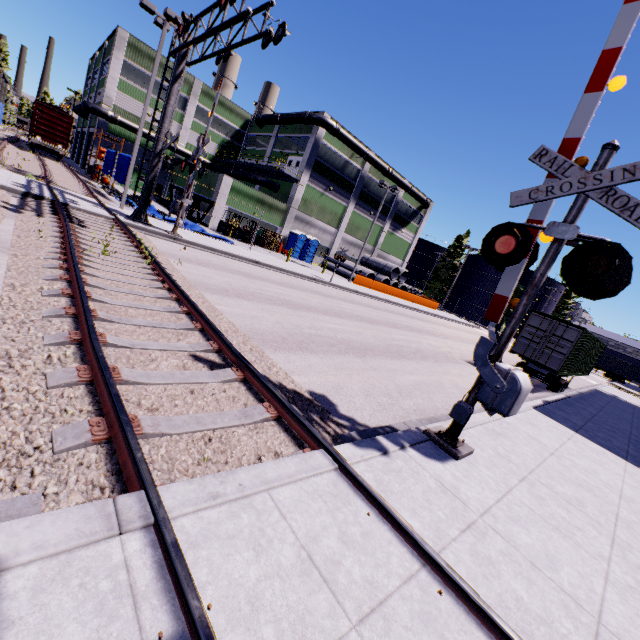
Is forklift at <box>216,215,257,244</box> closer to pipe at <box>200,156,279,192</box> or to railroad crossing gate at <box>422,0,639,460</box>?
pipe at <box>200,156,279,192</box>

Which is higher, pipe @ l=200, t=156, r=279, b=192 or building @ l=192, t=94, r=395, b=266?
pipe @ l=200, t=156, r=279, b=192

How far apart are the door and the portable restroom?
5.78m

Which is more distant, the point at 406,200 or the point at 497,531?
the point at 406,200

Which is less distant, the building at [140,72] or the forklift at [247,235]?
the forklift at [247,235]

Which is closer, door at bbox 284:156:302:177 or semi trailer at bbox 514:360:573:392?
semi trailer at bbox 514:360:573:392

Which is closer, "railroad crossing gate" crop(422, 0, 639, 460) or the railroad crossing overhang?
"railroad crossing gate" crop(422, 0, 639, 460)

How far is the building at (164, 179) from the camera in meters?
37.1 m
